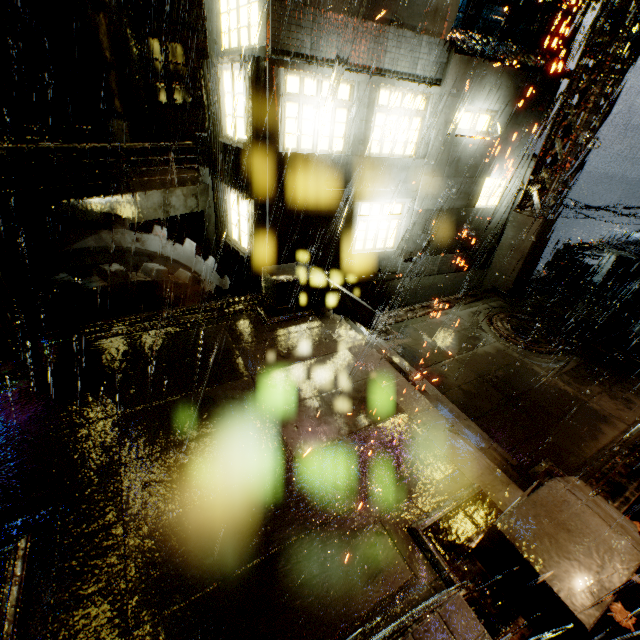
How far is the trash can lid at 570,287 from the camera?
13.30m

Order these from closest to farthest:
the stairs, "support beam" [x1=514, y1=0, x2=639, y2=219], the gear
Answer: the stairs → the gear → "support beam" [x1=514, y1=0, x2=639, y2=219]

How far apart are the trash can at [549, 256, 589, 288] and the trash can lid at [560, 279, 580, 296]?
0.0 meters

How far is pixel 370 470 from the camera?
4.3m

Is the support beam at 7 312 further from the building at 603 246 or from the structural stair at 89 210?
the structural stair at 89 210

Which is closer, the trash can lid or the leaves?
the leaves

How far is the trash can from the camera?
13.3m

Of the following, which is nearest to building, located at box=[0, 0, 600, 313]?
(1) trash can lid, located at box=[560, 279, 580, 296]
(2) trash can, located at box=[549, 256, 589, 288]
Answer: (2) trash can, located at box=[549, 256, 589, 288]
